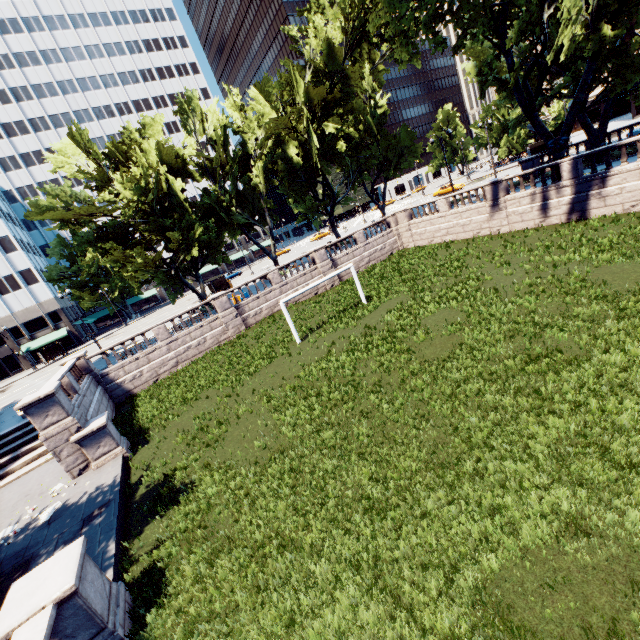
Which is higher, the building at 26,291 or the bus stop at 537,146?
the building at 26,291

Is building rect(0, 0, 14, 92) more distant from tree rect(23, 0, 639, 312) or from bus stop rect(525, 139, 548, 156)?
bus stop rect(525, 139, 548, 156)

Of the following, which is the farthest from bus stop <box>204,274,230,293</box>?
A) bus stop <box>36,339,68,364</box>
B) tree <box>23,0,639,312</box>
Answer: bus stop <box>36,339,68,364</box>

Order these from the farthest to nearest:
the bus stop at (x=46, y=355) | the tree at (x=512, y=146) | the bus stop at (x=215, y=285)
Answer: the bus stop at (x=46, y=355), the bus stop at (x=215, y=285), the tree at (x=512, y=146)

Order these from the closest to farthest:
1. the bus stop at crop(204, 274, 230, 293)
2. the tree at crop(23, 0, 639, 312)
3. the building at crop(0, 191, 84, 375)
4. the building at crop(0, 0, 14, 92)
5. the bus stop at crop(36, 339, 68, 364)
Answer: the tree at crop(23, 0, 639, 312) < the bus stop at crop(204, 274, 230, 293) < the bus stop at crop(36, 339, 68, 364) < the building at crop(0, 191, 84, 375) < the building at crop(0, 0, 14, 92)

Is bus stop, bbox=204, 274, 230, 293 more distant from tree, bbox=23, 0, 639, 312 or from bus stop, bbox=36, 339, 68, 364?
bus stop, bbox=36, 339, 68, 364

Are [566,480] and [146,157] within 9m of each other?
no

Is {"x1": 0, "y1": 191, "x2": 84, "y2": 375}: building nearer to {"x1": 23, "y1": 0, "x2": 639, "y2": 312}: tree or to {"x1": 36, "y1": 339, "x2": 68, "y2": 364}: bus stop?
{"x1": 23, "y1": 0, "x2": 639, "y2": 312}: tree
